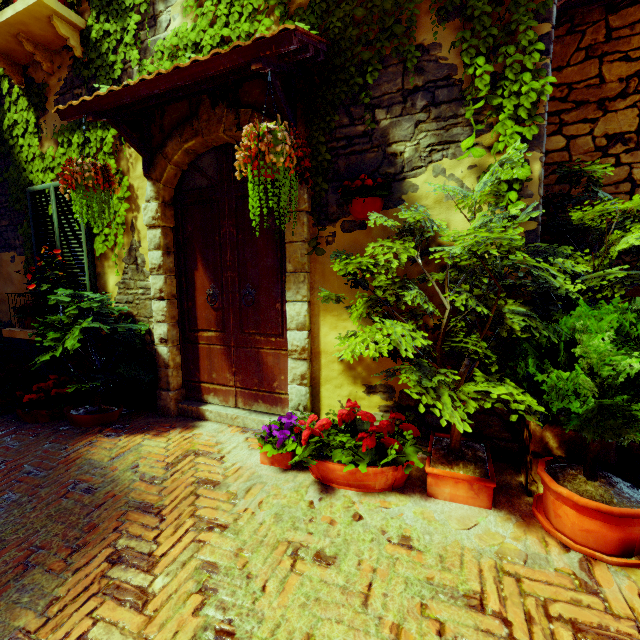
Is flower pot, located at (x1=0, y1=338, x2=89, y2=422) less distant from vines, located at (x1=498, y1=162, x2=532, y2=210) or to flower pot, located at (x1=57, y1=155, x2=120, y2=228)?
vines, located at (x1=498, y1=162, x2=532, y2=210)

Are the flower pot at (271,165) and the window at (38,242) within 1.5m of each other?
no

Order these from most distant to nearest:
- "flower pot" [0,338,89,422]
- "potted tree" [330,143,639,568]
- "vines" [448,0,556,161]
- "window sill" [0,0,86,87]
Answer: "flower pot" [0,338,89,422] < "window sill" [0,0,86,87] < "vines" [448,0,556,161] < "potted tree" [330,143,639,568]

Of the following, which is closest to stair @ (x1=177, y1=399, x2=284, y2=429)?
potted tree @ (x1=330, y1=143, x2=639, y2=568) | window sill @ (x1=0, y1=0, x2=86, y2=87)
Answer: potted tree @ (x1=330, y1=143, x2=639, y2=568)

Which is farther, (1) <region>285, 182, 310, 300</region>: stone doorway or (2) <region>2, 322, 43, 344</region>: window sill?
(2) <region>2, 322, 43, 344</region>: window sill

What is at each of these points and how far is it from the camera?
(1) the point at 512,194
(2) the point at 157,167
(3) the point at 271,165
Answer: (1) vines, 2.2m
(2) stone doorway, 3.4m
(3) flower pot, 2.1m

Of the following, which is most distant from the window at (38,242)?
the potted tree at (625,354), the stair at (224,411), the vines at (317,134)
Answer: the potted tree at (625,354)

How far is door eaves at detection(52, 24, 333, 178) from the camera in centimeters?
213cm
